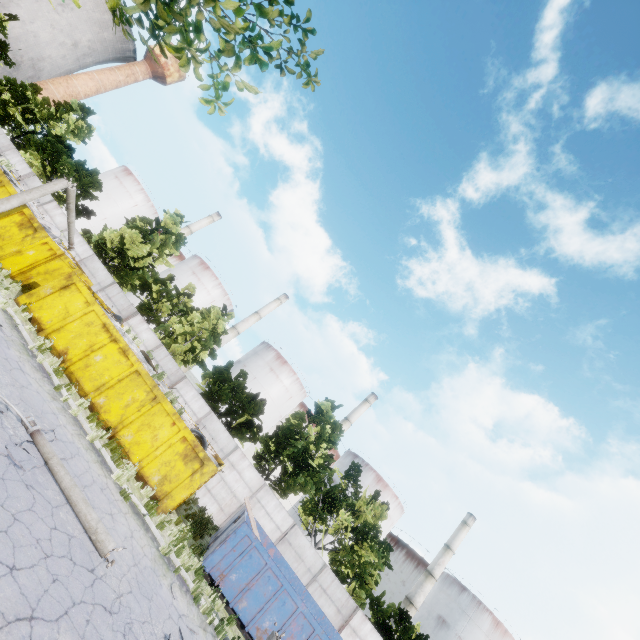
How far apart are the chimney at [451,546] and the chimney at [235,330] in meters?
46.5

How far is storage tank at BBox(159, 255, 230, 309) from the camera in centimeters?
5566cm

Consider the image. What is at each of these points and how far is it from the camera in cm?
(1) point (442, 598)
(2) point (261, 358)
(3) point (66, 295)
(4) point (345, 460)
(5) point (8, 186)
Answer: (1) storage tank, 4984
(2) storage tank, 5394
(3) garbage container, 1498
(4) storage tank, 5400
(5) garbage container, 1633

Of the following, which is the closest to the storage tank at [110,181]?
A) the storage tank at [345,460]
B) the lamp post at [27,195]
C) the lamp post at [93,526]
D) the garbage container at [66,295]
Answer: the lamp post at [27,195]

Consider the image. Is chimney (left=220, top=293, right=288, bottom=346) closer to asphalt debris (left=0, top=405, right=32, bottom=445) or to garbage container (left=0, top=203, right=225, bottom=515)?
garbage container (left=0, top=203, right=225, bottom=515)

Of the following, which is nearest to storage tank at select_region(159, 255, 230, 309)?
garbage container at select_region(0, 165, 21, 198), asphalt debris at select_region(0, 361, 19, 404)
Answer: garbage container at select_region(0, 165, 21, 198)

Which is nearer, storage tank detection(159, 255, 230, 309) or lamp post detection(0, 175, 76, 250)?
lamp post detection(0, 175, 76, 250)

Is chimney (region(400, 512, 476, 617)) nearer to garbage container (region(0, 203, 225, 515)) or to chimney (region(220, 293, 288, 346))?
garbage container (region(0, 203, 225, 515))
